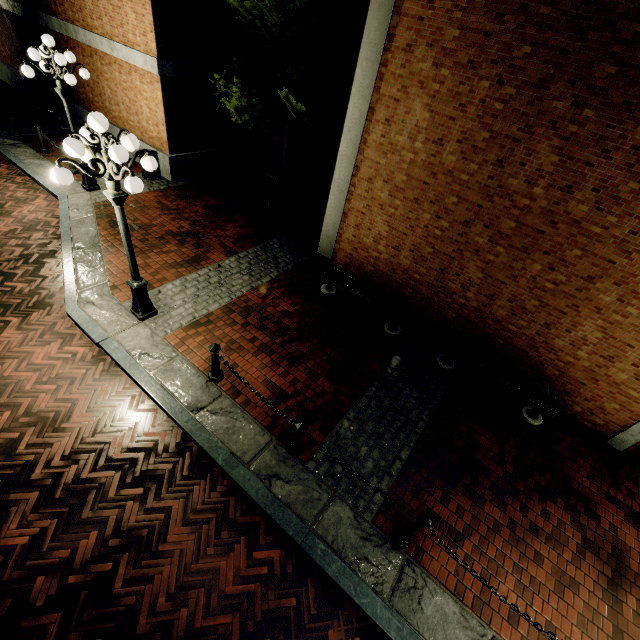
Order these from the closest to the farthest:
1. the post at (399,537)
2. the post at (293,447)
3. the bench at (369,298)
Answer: the post at (399,537)
the post at (293,447)
the bench at (369,298)

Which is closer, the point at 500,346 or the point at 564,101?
the point at 564,101

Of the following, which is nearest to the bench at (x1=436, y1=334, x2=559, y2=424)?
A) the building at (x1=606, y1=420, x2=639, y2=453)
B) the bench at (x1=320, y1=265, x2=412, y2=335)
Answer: the bench at (x1=320, y1=265, x2=412, y2=335)

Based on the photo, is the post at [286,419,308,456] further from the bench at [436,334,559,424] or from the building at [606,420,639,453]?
the building at [606,420,639,453]

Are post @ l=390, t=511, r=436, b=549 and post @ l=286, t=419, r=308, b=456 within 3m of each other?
yes

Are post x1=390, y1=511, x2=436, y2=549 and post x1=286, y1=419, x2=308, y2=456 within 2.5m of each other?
yes

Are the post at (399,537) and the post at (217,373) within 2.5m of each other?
no

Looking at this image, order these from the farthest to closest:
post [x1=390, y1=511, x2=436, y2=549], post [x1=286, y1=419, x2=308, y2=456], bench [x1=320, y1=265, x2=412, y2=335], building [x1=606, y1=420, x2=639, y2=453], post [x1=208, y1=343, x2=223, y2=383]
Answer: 1. bench [x1=320, y1=265, x2=412, y2=335]
2. building [x1=606, y1=420, x2=639, y2=453]
3. post [x1=208, y1=343, x2=223, y2=383]
4. post [x1=286, y1=419, x2=308, y2=456]
5. post [x1=390, y1=511, x2=436, y2=549]
